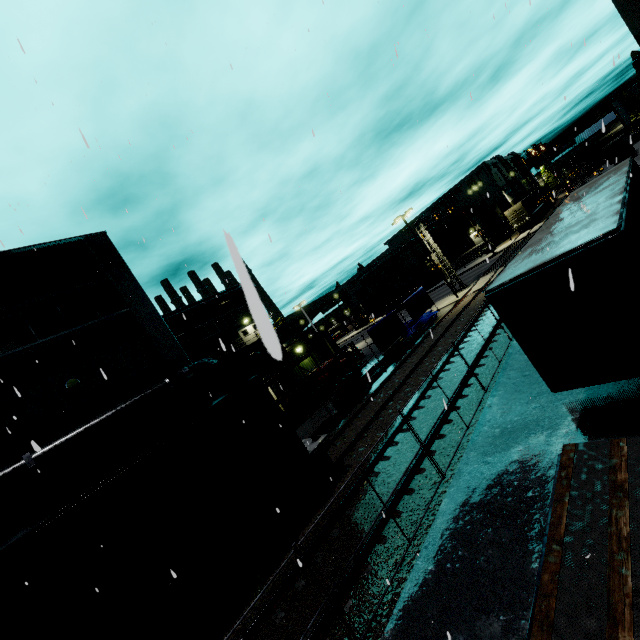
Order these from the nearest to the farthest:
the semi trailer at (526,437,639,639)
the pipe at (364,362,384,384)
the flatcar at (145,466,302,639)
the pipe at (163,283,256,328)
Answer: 1. the pipe at (163,283,256,328)
2. the semi trailer at (526,437,639,639)
3. the flatcar at (145,466,302,639)
4. the pipe at (364,362,384,384)

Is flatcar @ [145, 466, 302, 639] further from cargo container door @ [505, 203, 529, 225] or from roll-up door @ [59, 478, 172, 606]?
cargo container door @ [505, 203, 529, 225]

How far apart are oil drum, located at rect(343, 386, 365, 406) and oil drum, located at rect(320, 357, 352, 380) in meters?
1.3 m

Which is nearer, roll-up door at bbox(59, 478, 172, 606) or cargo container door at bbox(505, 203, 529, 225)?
roll-up door at bbox(59, 478, 172, 606)

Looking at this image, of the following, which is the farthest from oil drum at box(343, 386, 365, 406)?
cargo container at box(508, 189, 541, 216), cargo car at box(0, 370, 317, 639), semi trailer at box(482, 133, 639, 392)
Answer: cargo container at box(508, 189, 541, 216)

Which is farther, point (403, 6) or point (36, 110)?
point (36, 110)

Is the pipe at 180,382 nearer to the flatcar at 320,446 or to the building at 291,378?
the building at 291,378

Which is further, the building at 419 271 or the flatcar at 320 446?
the building at 419 271
